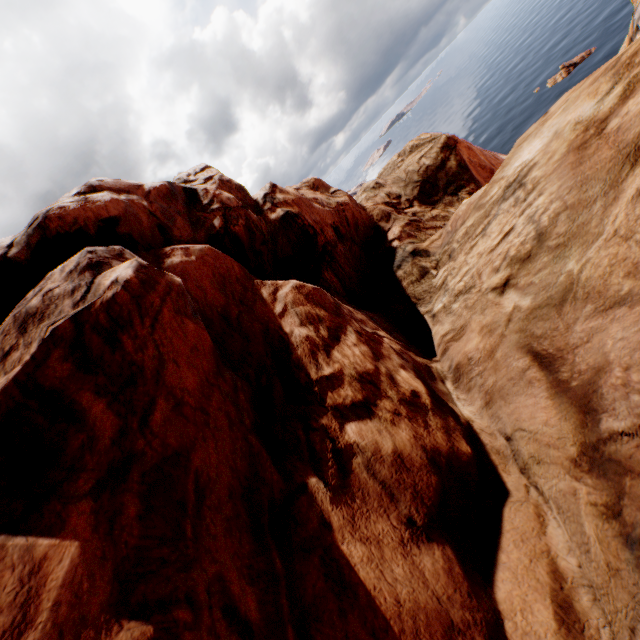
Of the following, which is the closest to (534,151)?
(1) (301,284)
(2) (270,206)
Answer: (1) (301,284)
